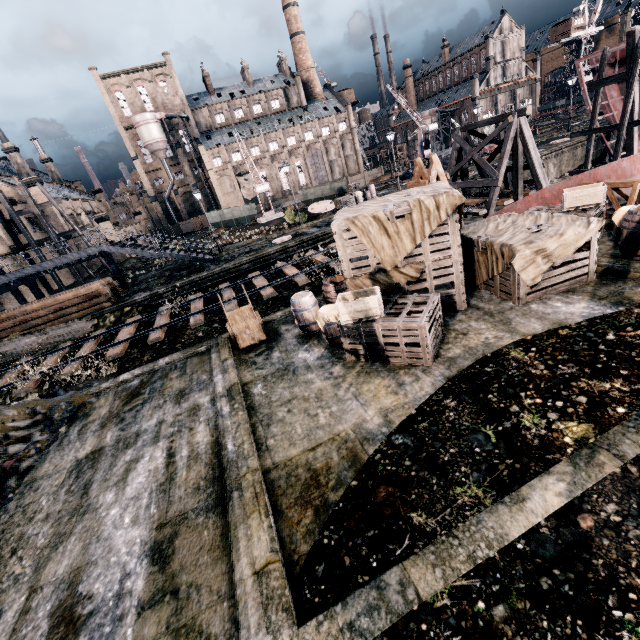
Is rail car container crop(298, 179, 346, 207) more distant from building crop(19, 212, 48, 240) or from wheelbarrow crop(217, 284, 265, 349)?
wheelbarrow crop(217, 284, 265, 349)

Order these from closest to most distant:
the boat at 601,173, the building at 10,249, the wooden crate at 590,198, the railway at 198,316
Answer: the wooden crate at 590,198 < the boat at 601,173 < the railway at 198,316 < the building at 10,249

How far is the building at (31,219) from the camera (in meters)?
34.22

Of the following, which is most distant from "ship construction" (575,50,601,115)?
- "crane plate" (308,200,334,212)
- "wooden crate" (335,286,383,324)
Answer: "wooden crate" (335,286,383,324)

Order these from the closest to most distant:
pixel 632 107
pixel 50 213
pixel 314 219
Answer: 1. pixel 632 107
2. pixel 314 219
3. pixel 50 213

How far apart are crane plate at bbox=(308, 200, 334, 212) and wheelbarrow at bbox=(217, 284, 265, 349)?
23.7 meters

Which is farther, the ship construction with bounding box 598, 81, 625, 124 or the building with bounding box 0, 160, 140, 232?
the building with bounding box 0, 160, 140, 232

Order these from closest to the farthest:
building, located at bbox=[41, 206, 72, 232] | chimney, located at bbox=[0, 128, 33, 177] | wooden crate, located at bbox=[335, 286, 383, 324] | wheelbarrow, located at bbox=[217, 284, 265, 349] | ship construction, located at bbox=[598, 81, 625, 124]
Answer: wooden crate, located at bbox=[335, 286, 383, 324] → wheelbarrow, located at bbox=[217, 284, 265, 349] → ship construction, located at bbox=[598, 81, 625, 124] → building, located at bbox=[41, 206, 72, 232] → chimney, located at bbox=[0, 128, 33, 177]
